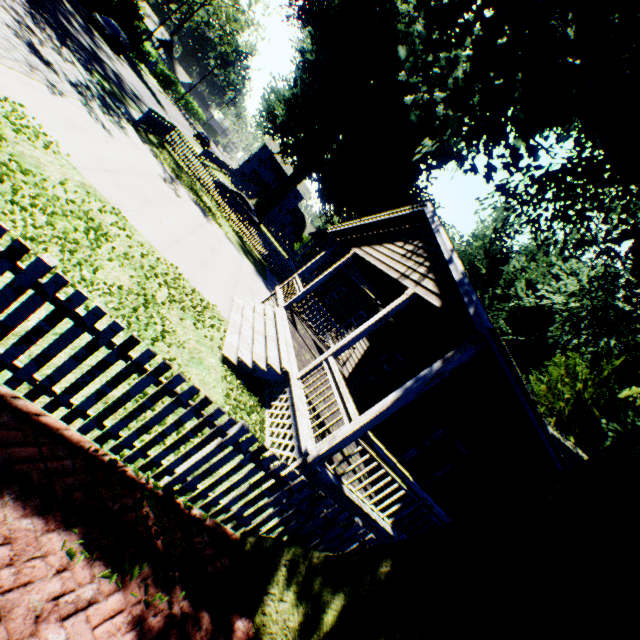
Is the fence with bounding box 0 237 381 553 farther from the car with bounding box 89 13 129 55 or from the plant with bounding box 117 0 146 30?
the car with bounding box 89 13 129 55

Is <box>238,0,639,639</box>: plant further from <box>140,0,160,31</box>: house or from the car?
the car

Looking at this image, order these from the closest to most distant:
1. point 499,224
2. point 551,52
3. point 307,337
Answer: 1. point 551,52
2. point 307,337
3. point 499,224

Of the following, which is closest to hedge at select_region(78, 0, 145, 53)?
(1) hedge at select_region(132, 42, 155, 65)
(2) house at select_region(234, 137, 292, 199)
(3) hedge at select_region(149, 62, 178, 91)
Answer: (1) hedge at select_region(132, 42, 155, 65)

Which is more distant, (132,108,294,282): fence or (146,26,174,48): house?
(146,26,174,48): house

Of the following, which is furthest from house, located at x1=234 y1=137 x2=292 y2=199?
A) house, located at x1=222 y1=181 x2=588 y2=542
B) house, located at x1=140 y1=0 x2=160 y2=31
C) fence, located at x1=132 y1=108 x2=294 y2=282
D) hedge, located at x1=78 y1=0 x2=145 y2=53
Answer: house, located at x1=140 y1=0 x2=160 y2=31

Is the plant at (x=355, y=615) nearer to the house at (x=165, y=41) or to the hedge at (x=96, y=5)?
the hedge at (x=96, y=5)

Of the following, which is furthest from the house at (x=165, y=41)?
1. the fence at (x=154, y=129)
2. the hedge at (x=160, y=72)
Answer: the fence at (x=154, y=129)
